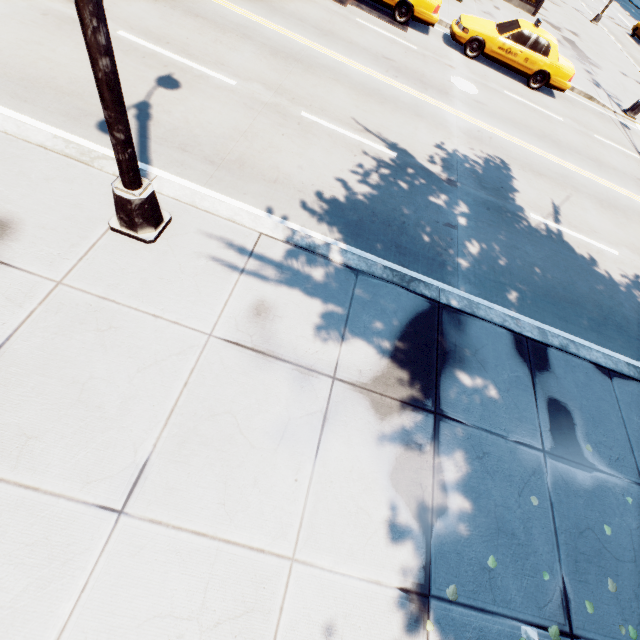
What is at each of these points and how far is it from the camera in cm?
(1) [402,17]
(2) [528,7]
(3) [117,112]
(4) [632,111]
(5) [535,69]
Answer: (1) vehicle, 1237
(2) building, 2061
(3) light, 308
(4) light, 1513
(5) vehicle, 1262

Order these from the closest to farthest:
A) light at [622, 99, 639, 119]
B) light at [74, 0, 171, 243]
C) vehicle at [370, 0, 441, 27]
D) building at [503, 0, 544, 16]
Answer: light at [74, 0, 171, 243]
vehicle at [370, 0, 441, 27]
light at [622, 99, 639, 119]
building at [503, 0, 544, 16]

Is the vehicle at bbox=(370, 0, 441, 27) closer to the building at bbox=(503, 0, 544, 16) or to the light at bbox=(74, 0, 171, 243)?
the building at bbox=(503, 0, 544, 16)

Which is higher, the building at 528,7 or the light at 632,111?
the building at 528,7

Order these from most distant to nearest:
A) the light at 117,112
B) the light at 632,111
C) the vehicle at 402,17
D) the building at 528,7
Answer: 1. the building at 528,7
2. the light at 632,111
3. the vehicle at 402,17
4. the light at 117,112

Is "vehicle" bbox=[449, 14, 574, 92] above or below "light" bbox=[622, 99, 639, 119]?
above

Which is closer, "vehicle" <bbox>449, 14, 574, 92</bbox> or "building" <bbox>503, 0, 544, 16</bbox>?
"vehicle" <bbox>449, 14, 574, 92</bbox>

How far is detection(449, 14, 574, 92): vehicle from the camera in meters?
12.2
